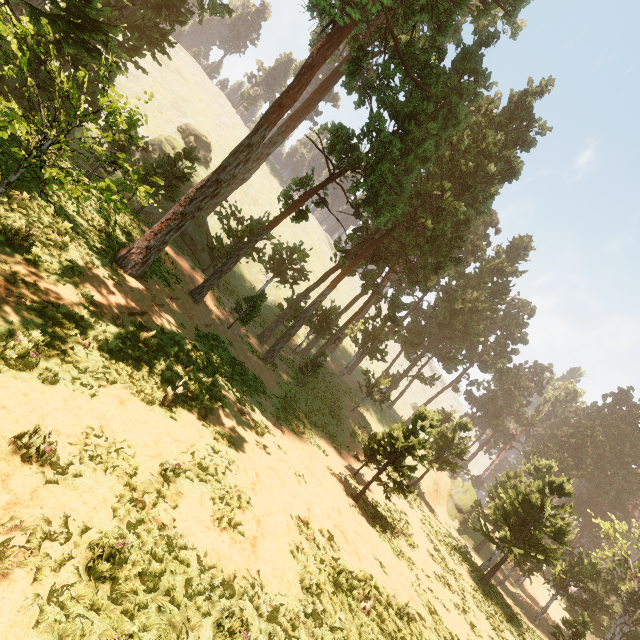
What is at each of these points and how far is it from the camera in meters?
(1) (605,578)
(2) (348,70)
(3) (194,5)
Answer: (1) treerock, 30.7
(2) treerock, 19.5
(3) treerock, 29.9

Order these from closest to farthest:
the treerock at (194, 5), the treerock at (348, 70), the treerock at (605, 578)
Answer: the treerock at (348, 70), the treerock at (605, 578), the treerock at (194, 5)

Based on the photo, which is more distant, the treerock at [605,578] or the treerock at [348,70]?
the treerock at [605,578]

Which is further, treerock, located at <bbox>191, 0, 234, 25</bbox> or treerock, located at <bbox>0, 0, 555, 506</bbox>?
treerock, located at <bbox>191, 0, 234, 25</bbox>

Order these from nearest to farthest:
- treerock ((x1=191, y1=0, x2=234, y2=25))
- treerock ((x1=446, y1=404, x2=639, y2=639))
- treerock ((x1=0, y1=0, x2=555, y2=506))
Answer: treerock ((x1=0, y1=0, x2=555, y2=506)), treerock ((x1=446, y1=404, x2=639, y2=639)), treerock ((x1=191, y1=0, x2=234, y2=25))
